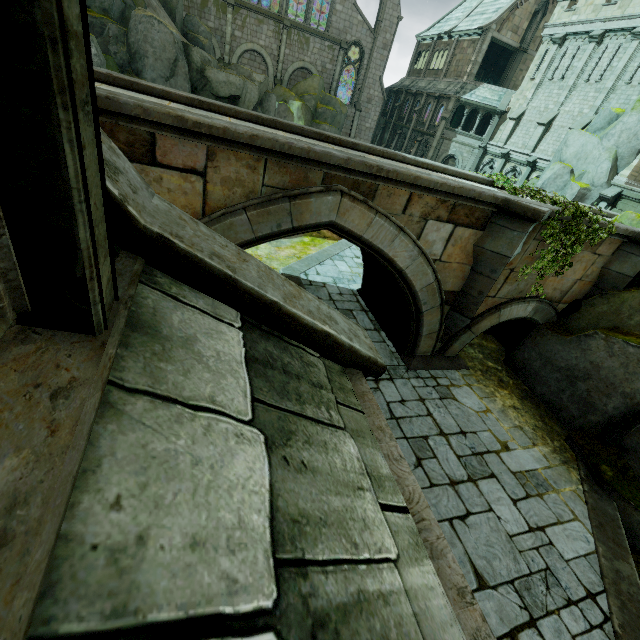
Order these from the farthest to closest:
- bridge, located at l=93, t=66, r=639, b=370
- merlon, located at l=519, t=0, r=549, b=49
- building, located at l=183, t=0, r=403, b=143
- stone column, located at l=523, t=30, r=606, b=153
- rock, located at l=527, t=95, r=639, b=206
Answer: merlon, located at l=519, t=0, r=549, b=49 < building, located at l=183, t=0, r=403, b=143 < stone column, located at l=523, t=30, r=606, b=153 < rock, located at l=527, t=95, r=639, b=206 < bridge, located at l=93, t=66, r=639, b=370

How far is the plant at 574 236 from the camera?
7.9 meters

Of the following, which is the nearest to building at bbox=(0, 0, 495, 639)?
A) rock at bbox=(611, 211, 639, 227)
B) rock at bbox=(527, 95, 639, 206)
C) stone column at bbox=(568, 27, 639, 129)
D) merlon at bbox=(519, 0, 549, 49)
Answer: rock at bbox=(611, 211, 639, 227)

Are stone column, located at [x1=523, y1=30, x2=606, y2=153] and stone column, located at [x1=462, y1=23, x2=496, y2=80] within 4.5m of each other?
no

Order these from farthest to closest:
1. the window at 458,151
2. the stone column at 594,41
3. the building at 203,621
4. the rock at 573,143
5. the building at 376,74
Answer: the window at 458,151
the building at 376,74
the stone column at 594,41
the rock at 573,143
the building at 203,621

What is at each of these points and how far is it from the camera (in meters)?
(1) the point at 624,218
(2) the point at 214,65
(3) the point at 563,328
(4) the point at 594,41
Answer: (1) rock, 11.02
(2) rock, 19.91
(3) rock, 10.23
(4) stone column, 23.75

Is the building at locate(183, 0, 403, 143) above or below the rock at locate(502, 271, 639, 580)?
above

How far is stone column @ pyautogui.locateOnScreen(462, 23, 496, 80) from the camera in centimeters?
2988cm
